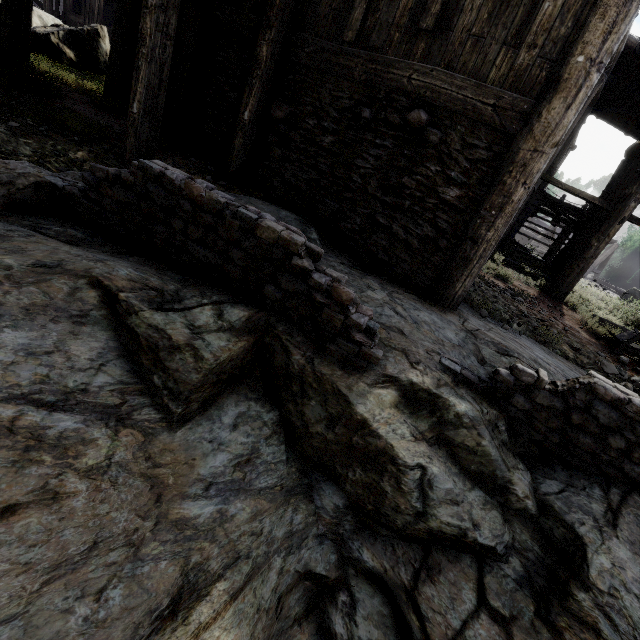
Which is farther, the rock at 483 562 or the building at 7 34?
the building at 7 34

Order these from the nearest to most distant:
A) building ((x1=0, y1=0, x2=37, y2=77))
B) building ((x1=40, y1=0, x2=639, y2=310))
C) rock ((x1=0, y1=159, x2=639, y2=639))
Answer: rock ((x1=0, y1=159, x2=639, y2=639))
building ((x1=40, y1=0, x2=639, y2=310))
building ((x1=0, y1=0, x2=37, y2=77))

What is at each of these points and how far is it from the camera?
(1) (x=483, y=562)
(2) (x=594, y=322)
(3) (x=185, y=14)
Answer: (1) rock, 2.91m
(2) broken furniture, 7.07m
(3) building, 6.39m

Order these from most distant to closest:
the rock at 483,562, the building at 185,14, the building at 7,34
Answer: the building at 7,34 < the building at 185,14 < the rock at 483,562

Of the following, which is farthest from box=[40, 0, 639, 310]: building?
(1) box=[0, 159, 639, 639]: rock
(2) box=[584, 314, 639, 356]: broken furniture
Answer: (2) box=[584, 314, 639, 356]: broken furniture

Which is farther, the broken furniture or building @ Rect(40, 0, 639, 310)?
the broken furniture
